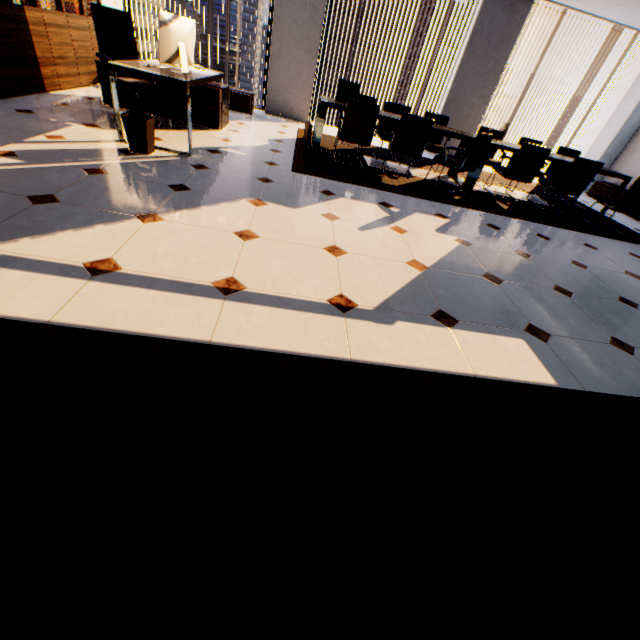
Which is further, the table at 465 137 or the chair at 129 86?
the table at 465 137

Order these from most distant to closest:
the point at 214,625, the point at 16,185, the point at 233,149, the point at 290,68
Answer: the point at 290,68 → the point at 233,149 → the point at 16,185 → the point at 214,625

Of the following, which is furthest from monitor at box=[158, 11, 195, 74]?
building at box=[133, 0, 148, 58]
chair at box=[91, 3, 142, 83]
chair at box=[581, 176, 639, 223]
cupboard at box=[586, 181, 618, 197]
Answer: building at box=[133, 0, 148, 58]

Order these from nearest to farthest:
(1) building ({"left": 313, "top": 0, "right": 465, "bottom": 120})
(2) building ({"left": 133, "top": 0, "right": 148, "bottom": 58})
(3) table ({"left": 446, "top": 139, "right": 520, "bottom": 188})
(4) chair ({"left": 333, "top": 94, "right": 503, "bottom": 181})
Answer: (4) chair ({"left": 333, "top": 94, "right": 503, "bottom": 181}), (3) table ({"left": 446, "top": 139, "right": 520, "bottom": 188}), (1) building ({"left": 313, "top": 0, "right": 465, "bottom": 120}), (2) building ({"left": 133, "top": 0, "right": 148, "bottom": 58})

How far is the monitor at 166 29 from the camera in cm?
337

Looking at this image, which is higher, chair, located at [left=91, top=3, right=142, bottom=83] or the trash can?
chair, located at [left=91, top=3, right=142, bottom=83]

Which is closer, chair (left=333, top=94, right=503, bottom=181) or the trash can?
the trash can

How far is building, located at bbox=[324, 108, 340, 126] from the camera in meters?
55.3
